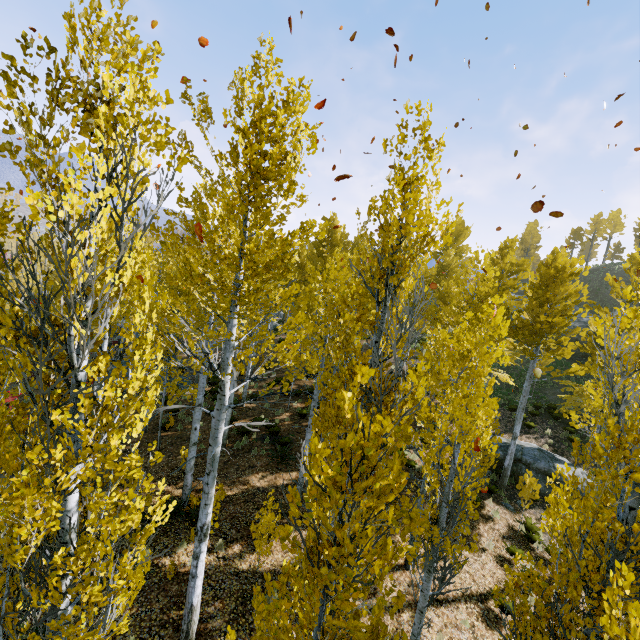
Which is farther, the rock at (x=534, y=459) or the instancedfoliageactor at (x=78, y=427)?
the rock at (x=534, y=459)

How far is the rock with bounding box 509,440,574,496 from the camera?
14.62m

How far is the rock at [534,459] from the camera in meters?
14.6

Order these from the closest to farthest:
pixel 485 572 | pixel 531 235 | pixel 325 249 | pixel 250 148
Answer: pixel 250 148 → pixel 485 572 → pixel 325 249 → pixel 531 235

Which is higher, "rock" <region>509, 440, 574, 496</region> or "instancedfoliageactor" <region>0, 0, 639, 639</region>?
"instancedfoliageactor" <region>0, 0, 639, 639</region>

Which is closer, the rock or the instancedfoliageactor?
the instancedfoliageactor
